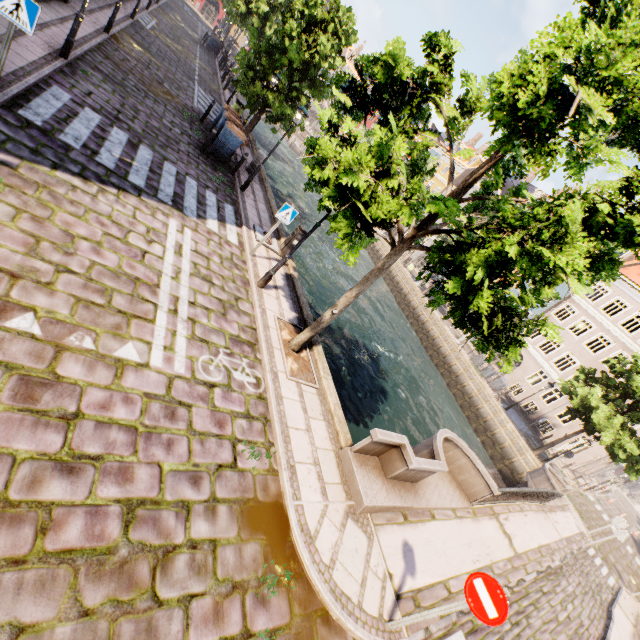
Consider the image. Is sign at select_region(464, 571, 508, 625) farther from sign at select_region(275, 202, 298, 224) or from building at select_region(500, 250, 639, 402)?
building at select_region(500, 250, 639, 402)

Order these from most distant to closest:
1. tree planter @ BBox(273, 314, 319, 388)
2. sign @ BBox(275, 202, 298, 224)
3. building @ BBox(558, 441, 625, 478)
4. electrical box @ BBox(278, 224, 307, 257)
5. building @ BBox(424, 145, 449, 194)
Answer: building @ BBox(424, 145, 449, 194) < building @ BBox(558, 441, 625, 478) < electrical box @ BBox(278, 224, 307, 257) < sign @ BBox(275, 202, 298, 224) < tree planter @ BBox(273, 314, 319, 388)

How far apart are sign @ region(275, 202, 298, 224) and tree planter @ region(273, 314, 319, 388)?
2.7m

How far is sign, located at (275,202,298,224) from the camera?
→ 8.8m

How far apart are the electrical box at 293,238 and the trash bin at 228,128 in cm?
629

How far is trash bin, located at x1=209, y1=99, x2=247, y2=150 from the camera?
12.5m

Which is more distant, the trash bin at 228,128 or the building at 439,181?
the building at 439,181

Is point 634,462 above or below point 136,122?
above
